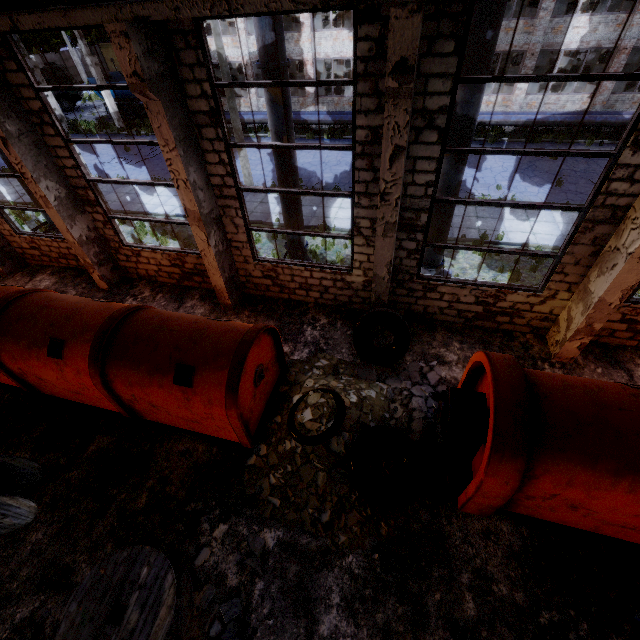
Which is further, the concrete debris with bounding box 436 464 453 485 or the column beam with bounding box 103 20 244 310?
the concrete debris with bounding box 436 464 453 485

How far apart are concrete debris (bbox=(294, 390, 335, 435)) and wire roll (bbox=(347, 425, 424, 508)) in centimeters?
1cm

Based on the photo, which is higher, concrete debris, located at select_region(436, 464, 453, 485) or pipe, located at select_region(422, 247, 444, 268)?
pipe, located at select_region(422, 247, 444, 268)

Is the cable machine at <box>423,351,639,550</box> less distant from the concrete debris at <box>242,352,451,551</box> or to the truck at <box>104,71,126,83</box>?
the concrete debris at <box>242,352,451,551</box>

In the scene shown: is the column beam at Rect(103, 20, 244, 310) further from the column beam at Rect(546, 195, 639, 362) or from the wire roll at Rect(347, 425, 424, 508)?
the column beam at Rect(546, 195, 639, 362)

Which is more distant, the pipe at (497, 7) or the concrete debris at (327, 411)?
the concrete debris at (327, 411)

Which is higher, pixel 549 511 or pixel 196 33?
pixel 196 33

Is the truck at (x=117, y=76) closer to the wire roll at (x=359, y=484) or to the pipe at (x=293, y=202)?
the pipe at (x=293, y=202)
